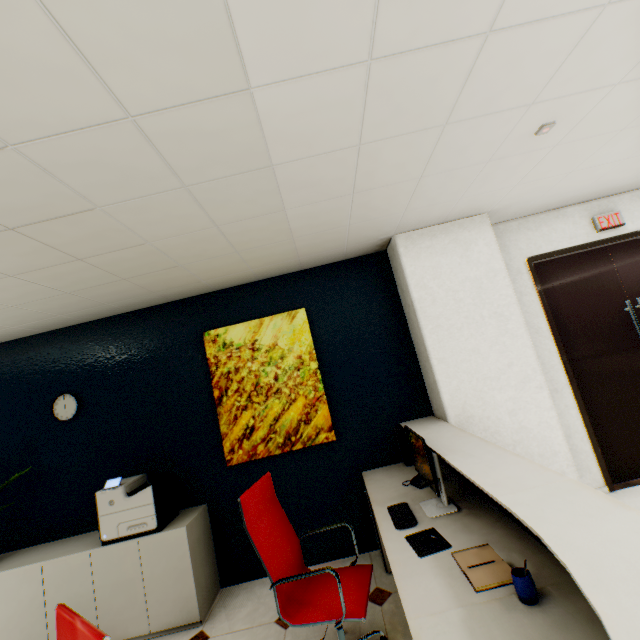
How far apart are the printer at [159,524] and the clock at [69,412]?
0.9 meters

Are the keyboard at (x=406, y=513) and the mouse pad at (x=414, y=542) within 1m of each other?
yes

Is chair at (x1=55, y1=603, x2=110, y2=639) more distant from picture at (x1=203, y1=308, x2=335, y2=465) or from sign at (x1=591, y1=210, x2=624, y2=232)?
sign at (x1=591, y1=210, x2=624, y2=232)

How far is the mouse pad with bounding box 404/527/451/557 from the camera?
1.76m

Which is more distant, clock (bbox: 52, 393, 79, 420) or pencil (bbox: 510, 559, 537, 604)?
clock (bbox: 52, 393, 79, 420)

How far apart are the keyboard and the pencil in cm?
78

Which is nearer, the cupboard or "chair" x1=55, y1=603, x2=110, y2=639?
"chair" x1=55, y1=603, x2=110, y2=639

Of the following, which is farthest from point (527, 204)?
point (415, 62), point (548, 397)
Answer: point (415, 62)
